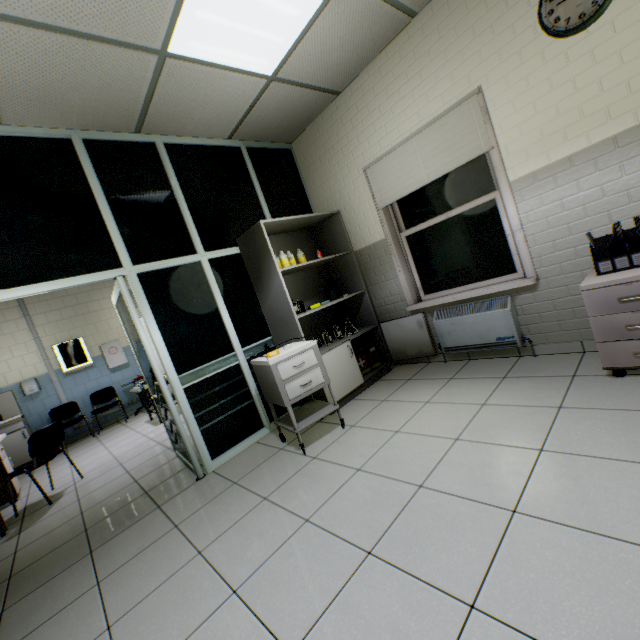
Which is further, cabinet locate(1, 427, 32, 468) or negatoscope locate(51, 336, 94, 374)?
negatoscope locate(51, 336, 94, 374)

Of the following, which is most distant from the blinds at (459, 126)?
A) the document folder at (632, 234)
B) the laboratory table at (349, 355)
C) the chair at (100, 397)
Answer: the chair at (100, 397)

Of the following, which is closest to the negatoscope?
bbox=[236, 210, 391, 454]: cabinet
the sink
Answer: the sink

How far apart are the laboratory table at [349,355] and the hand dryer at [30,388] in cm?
658

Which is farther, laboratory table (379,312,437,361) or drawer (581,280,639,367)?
laboratory table (379,312,437,361)

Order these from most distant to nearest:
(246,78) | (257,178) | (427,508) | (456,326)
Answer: (257,178) < (456,326) < (246,78) < (427,508)

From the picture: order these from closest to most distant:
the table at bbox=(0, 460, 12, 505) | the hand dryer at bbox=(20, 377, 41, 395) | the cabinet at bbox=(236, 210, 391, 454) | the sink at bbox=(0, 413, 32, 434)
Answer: the cabinet at bbox=(236, 210, 391, 454) < the table at bbox=(0, 460, 12, 505) < the sink at bbox=(0, 413, 32, 434) < the hand dryer at bbox=(20, 377, 41, 395)

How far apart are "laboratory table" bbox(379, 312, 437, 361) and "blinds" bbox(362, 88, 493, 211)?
1.31m
